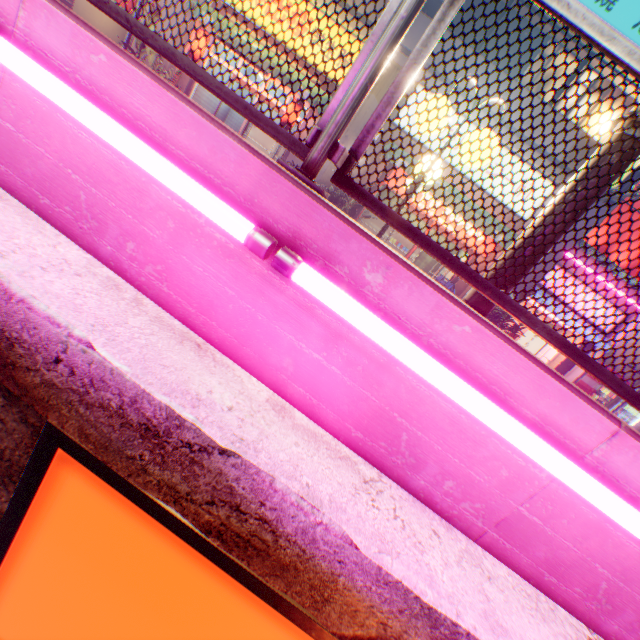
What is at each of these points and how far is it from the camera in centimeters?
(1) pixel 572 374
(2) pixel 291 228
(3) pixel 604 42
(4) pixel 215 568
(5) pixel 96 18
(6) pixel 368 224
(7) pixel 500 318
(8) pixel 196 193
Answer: (1) building, 1325cm
(2) concrete block, 134cm
(3) metal fence, 139cm
(4) sign, 126cm
(5) building, 1487cm
(6) metal shelf, 1441cm
(7) plants, 1054cm
(8) street lamp, 117cm

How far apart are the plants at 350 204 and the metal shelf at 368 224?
2.4m

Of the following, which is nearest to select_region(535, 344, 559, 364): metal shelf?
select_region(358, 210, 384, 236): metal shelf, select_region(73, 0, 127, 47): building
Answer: select_region(358, 210, 384, 236): metal shelf

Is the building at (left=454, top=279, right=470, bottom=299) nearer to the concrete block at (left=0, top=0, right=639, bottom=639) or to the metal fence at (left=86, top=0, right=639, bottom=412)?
the metal fence at (left=86, top=0, right=639, bottom=412)

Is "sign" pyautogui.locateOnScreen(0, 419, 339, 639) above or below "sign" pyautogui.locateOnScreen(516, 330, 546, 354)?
below

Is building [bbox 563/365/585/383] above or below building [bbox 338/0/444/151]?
below

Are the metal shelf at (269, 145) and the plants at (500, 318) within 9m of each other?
no

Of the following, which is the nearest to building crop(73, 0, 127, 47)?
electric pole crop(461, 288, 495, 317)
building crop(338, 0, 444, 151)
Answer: building crop(338, 0, 444, 151)
